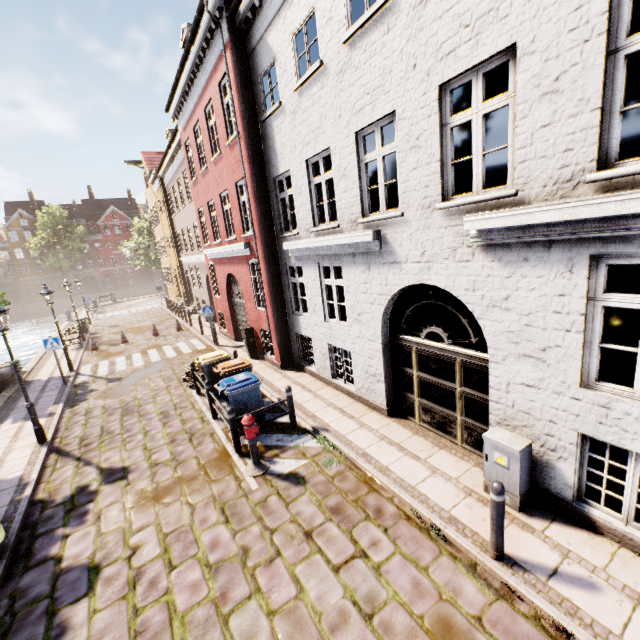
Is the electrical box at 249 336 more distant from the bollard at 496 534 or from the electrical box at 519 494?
the bollard at 496 534

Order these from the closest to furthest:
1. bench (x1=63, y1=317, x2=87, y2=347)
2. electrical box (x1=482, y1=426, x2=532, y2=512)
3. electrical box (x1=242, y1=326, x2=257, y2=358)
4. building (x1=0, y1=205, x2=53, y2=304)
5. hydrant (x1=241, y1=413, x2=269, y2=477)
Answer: electrical box (x1=482, y1=426, x2=532, y2=512)
hydrant (x1=241, y1=413, x2=269, y2=477)
electrical box (x1=242, y1=326, x2=257, y2=358)
bench (x1=63, y1=317, x2=87, y2=347)
building (x1=0, y1=205, x2=53, y2=304)

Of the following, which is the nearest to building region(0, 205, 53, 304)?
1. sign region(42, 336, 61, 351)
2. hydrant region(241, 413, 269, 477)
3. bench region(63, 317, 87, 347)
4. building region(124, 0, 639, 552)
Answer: building region(124, 0, 639, 552)

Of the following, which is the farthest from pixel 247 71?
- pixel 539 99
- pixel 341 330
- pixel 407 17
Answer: pixel 539 99

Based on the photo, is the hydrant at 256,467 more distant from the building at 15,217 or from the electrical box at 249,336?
the building at 15,217

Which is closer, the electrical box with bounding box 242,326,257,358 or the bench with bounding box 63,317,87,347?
the electrical box with bounding box 242,326,257,358

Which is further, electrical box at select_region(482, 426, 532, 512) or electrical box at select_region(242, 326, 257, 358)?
electrical box at select_region(242, 326, 257, 358)

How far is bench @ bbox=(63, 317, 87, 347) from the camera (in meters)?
18.06
